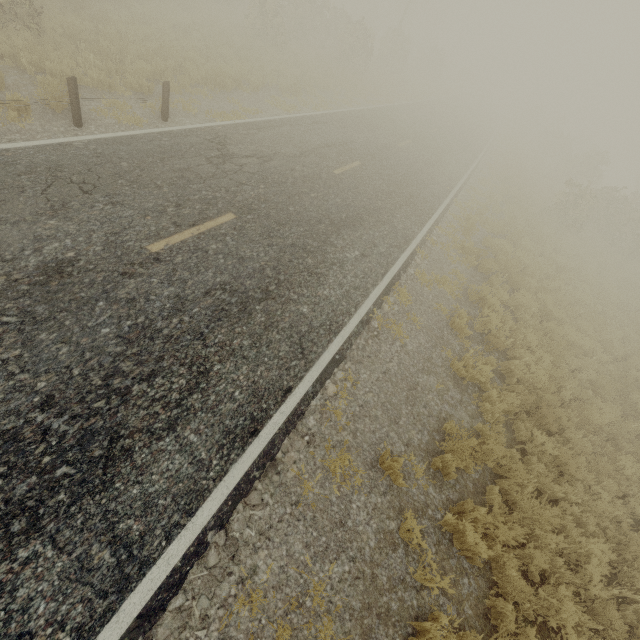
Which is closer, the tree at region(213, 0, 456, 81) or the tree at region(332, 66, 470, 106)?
the tree at region(213, 0, 456, 81)

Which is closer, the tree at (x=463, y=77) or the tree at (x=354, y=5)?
the tree at (x=354, y=5)

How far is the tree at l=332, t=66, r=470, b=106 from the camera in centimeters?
2050cm

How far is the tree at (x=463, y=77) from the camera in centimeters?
2050cm

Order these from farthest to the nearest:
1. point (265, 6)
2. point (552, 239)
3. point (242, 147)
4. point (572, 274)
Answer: point (265, 6) < point (552, 239) < point (572, 274) < point (242, 147)
